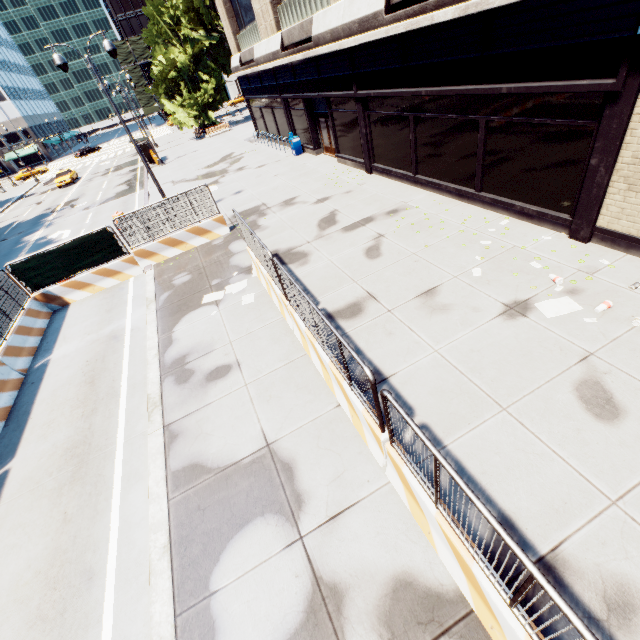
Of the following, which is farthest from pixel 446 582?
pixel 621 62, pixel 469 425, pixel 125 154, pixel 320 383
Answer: pixel 125 154

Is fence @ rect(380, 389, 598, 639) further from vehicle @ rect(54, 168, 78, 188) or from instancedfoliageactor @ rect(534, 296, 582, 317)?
vehicle @ rect(54, 168, 78, 188)

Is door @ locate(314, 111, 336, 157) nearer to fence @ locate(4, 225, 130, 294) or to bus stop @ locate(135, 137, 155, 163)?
fence @ locate(4, 225, 130, 294)

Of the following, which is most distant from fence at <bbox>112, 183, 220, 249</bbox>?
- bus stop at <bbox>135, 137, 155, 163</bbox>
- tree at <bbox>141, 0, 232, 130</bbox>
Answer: bus stop at <bbox>135, 137, 155, 163</bbox>

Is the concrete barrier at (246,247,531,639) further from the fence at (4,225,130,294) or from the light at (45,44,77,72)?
the light at (45,44,77,72)

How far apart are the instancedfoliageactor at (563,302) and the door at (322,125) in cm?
1501

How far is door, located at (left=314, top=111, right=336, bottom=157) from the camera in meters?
18.2

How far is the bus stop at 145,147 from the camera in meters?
32.2
